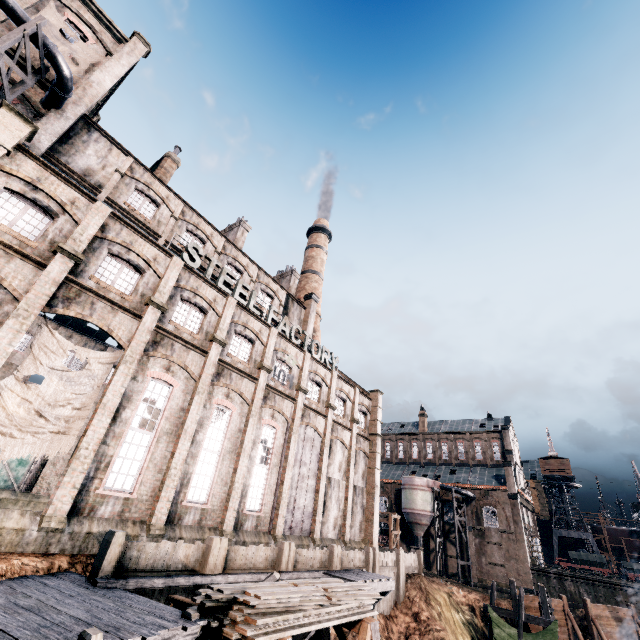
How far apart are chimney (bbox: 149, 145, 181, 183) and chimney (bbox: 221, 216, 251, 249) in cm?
749

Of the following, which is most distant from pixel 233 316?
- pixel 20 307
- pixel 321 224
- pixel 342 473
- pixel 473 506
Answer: pixel 473 506

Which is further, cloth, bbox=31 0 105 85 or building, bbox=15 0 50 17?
cloth, bbox=31 0 105 85

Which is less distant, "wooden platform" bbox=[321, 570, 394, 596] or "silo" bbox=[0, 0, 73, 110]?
"silo" bbox=[0, 0, 73, 110]

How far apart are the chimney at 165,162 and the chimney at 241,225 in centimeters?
749cm

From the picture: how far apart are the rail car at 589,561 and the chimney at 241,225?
68.6 meters

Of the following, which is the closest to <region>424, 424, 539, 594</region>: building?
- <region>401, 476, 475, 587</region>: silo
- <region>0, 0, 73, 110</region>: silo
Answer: <region>401, 476, 475, 587</region>: silo

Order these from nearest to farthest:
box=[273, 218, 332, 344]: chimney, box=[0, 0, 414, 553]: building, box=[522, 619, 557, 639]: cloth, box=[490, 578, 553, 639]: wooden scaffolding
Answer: box=[0, 0, 414, 553]: building → box=[522, 619, 557, 639]: cloth → box=[490, 578, 553, 639]: wooden scaffolding → box=[273, 218, 332, 344]: chimney
